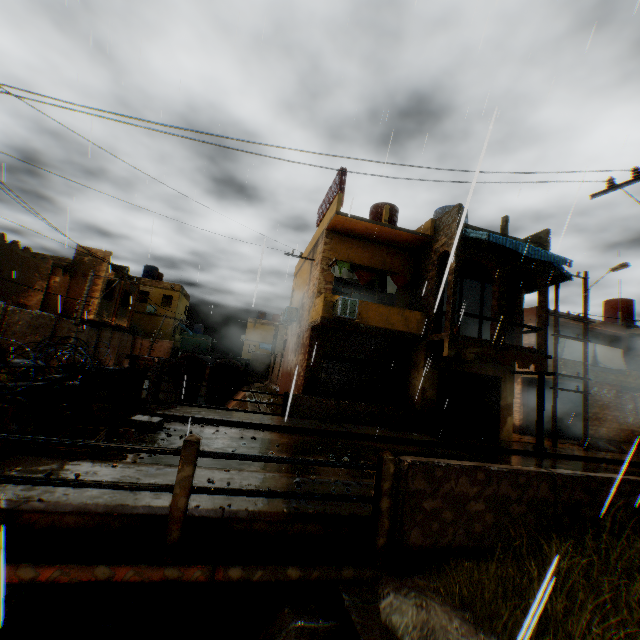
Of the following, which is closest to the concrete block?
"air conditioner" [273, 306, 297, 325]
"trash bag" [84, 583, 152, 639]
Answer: "trash bag" [84, 583, 152, 639]

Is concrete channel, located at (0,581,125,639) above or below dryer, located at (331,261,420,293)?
below

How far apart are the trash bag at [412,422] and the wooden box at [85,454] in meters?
9.5 m

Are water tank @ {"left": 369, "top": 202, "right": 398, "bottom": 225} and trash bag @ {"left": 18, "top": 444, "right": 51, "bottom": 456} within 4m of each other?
no

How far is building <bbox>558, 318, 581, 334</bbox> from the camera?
19.0 meters

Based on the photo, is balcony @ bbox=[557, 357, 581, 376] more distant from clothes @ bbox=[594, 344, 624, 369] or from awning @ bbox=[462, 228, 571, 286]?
awning @ bbox=[462, 228, 571, 286]

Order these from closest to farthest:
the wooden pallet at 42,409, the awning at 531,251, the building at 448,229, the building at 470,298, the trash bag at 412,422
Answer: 1. the wooden pallet at 42,409
2. the awning at 531,251
3. the trash bag at 412,422
4. the building at 448,229
5. the building at 470,298

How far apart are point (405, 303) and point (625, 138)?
9.3m
